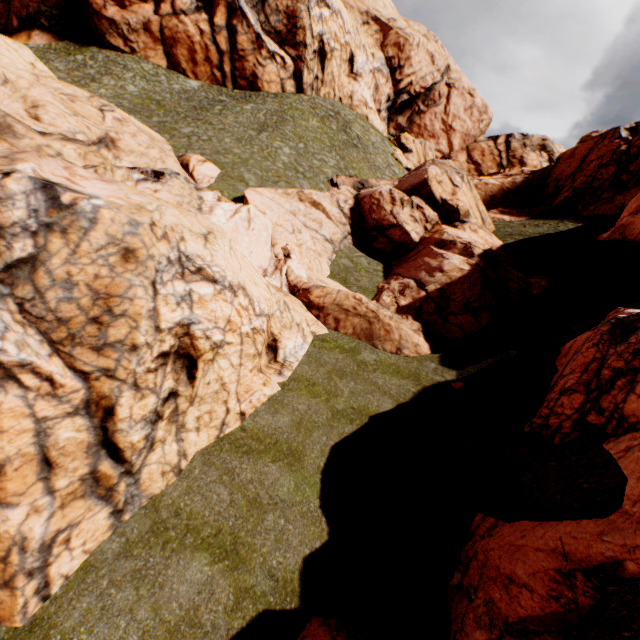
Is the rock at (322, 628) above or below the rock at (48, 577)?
below

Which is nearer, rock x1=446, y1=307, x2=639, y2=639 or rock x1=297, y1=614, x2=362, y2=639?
rock x1=446, y1=307, x2=639, y2=639

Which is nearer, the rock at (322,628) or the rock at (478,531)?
the rock at (478,531)

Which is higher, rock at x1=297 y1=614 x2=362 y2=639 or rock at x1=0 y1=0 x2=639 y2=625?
rock at x1=0 y1=0 x2=639 y2=625

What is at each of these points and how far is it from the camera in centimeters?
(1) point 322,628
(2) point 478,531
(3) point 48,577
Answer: (1) rock, 722cm
(2) rock, 866cm
(3) rock, 713cm
